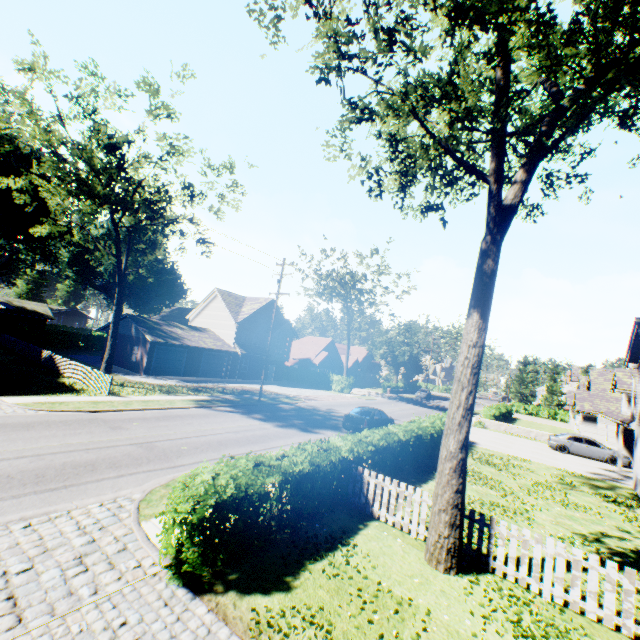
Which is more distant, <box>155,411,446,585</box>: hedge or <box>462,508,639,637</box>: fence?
<box>462,508,639,637</box>: fence

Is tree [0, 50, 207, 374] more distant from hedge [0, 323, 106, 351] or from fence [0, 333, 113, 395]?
hedge [0, 323, 106, 351]

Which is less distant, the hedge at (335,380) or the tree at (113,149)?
the tree at (113,149)

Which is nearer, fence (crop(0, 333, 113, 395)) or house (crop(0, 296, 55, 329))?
fence (crop(0, 333, 113, 395))

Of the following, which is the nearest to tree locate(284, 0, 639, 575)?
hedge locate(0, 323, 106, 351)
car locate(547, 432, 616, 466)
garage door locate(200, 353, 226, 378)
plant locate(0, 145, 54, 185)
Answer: hedge locate(0, 323, 106, 351)

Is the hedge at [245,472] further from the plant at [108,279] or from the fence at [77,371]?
the plant at [108,279]

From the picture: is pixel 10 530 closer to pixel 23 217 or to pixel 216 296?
pixel 216 296

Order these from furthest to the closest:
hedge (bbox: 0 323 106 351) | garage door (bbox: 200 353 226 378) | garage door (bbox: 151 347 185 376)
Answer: hedge (bbox: 0 323 106 351)
garage door (bbox: 200 353 226 378)
garage door (bbox: 151 347 185 376)
